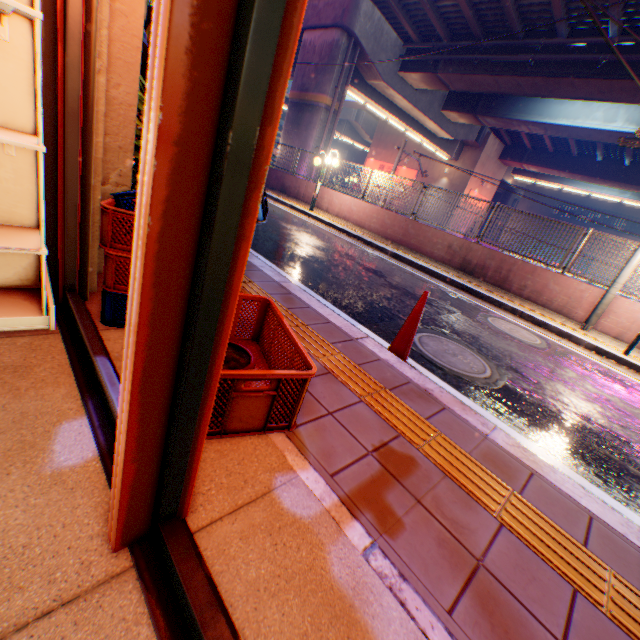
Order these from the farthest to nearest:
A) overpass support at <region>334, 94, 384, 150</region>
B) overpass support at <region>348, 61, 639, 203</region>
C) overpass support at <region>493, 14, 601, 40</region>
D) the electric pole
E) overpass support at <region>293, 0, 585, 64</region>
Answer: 1. overpass support at <region>334, 94, 384, 150</region>
2. overpass support at <region>348, 61, 639, 203</region>
3. overpass support at <region>293, 0, 585, 64</region>
4. overpass support at <region>493, 14, 601, 40</region>
5. the electric pole

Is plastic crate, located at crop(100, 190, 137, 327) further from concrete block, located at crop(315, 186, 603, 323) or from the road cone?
concrete block, located at crop(315, 186, 603, 323)

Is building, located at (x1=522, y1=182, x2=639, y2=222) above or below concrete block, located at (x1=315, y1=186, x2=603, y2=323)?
above

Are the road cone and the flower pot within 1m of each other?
no

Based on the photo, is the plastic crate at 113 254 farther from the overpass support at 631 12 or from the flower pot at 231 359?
the overpass support at 631 12

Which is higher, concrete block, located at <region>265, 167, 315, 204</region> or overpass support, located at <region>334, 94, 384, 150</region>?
overpass support, located at <region>334, 94, 384, 150</region>

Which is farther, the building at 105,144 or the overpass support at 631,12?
the overpass support at 631,12

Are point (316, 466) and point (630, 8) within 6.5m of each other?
no
